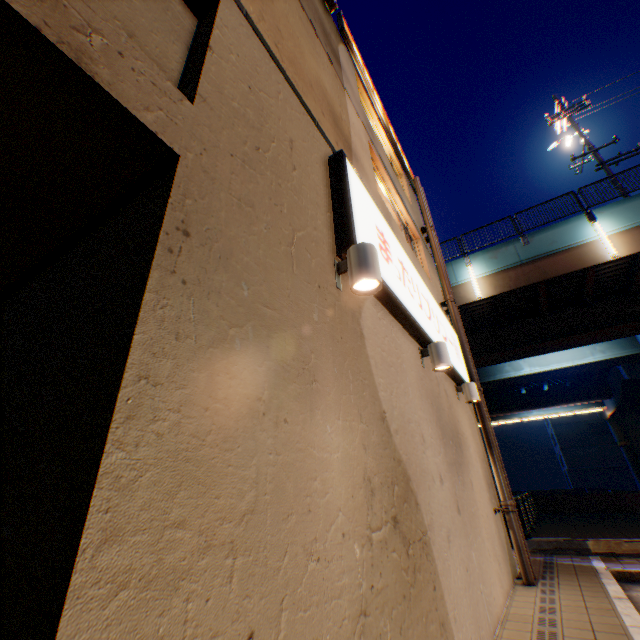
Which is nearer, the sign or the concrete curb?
the sign

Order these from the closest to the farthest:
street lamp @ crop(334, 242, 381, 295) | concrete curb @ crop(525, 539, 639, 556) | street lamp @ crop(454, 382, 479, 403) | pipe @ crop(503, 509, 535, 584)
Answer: street lamp @ crop(334, 242, 381, 295) → pipe @ crop(503, 509, 535, 584) → street lamp @ crop(454, 382, 479, 403) → concrete curb @ crop(525, 539, 639, 556)

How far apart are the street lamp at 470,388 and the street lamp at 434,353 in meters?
2.4

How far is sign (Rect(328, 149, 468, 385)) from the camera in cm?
335

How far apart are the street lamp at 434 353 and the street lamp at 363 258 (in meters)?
2.45

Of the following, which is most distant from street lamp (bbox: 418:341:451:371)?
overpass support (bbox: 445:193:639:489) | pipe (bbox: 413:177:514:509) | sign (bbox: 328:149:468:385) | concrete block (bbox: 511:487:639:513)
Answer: concrete block (bbox: 511:487:639:513)

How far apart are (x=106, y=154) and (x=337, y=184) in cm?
240

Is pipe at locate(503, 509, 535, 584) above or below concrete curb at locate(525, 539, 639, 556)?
above
